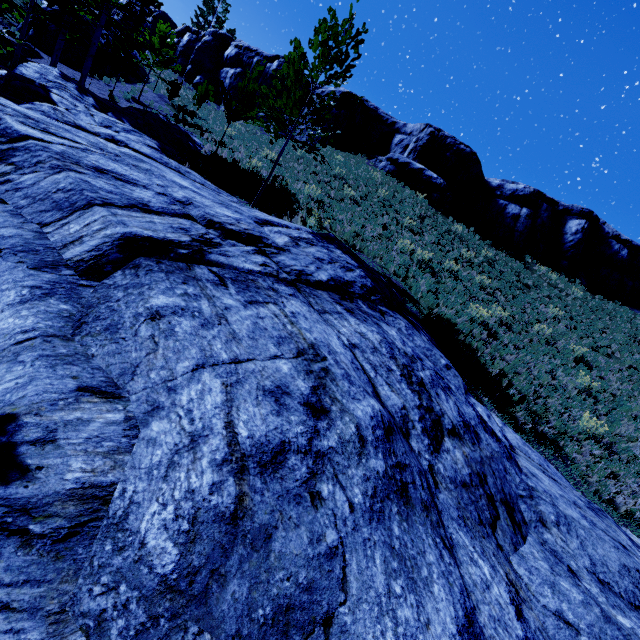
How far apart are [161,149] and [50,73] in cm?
483

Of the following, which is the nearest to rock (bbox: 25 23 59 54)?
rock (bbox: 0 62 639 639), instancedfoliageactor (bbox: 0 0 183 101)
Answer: instancedfoliageactor (bbox: 0 0 183 101)

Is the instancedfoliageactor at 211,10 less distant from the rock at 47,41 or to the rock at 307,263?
the rock at 47,41

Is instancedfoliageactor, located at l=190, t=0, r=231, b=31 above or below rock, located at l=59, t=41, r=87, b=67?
above

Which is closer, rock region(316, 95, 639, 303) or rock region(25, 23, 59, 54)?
rock region(25, 23, 59, 54)

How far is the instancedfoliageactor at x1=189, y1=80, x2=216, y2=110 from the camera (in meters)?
19.31

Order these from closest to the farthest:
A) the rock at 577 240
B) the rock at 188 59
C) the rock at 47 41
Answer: the rock at 47 41 < the rock at 577 240 < the rock at 188 59

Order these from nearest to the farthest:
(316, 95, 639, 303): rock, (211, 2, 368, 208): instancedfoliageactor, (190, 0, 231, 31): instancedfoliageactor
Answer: (211, 2, 368, 208): instancedfoliageactor, (316, 95, 639, 303): rock, (190, 0, 231, 31): instancedfoliageactor
